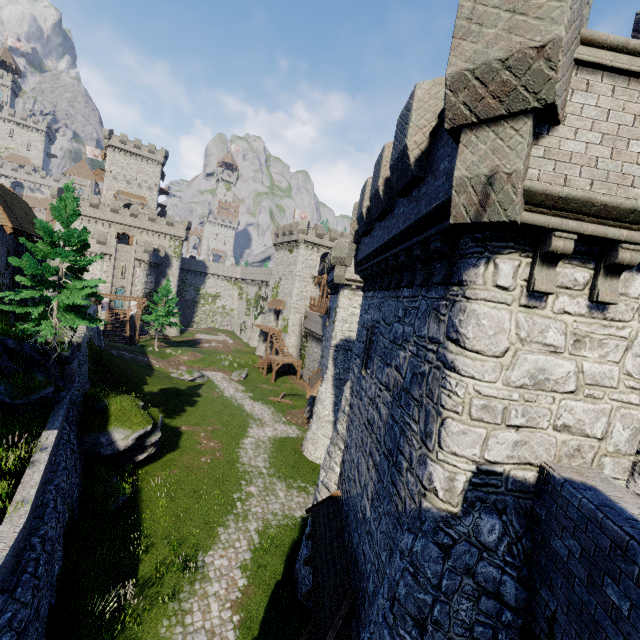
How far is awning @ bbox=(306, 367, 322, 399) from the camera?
26.87m

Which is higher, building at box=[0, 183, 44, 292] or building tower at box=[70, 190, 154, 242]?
building tower at box=[70, 190, 154, 242]

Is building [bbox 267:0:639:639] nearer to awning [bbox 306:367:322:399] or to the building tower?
awning [bbox 306:367:322:399]

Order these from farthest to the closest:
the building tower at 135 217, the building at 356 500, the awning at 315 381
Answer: the building tower at 135 217 < the awning at 315 381 < the building at 356 500

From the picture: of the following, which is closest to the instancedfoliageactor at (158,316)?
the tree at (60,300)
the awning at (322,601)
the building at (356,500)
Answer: the building at (356,500)

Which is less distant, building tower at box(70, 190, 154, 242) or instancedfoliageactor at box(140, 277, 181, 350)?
instancedfoliageactor at box(140, 277, 181, 350)

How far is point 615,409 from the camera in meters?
5.1

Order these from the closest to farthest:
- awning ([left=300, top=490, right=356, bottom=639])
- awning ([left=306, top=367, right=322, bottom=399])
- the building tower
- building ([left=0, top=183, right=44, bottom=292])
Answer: awning ([left=300, top=490, right=356, bottom=639])
building ([left=0, top=183, right=44, bottom=292])
awning ([left=306, top=367, right=322, bottom=399])
the building tower
